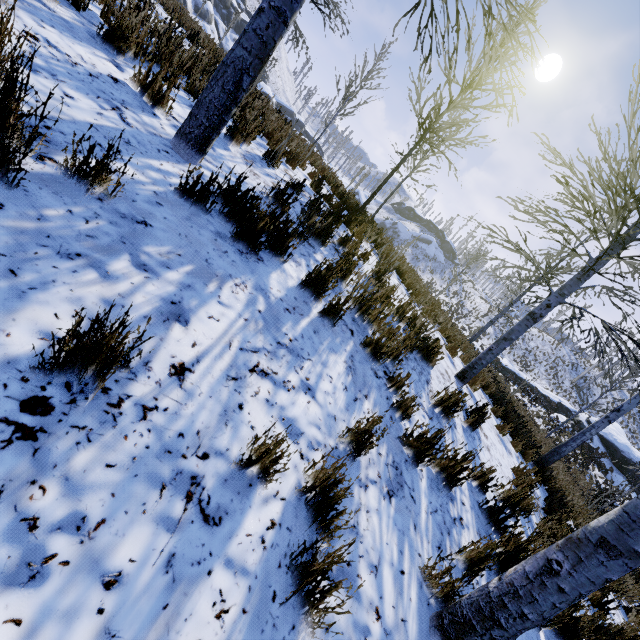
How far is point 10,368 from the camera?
1.22m

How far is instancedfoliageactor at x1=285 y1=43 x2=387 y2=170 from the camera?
6.3 meters

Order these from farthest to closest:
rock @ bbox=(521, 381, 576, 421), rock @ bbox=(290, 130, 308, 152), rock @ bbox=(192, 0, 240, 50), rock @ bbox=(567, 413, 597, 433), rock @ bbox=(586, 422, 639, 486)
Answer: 1. rock @ bbox=(521, 381, 576, 421)
2. rock @ bbox=(567, 413, 597, 433)
3. rock @ bbox=(586, 422, 639, 486)
4. rock @ bbox=(192, 0, 240, 50)
5. rock @ bbox=(290, 130, 308, 152)

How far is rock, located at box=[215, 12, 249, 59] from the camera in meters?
9.6 m

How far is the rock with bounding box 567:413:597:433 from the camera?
25.98m

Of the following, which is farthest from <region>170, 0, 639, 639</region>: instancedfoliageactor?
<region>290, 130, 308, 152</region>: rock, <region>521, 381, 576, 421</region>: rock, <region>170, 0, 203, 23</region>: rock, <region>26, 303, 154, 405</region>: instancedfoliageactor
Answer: <region>521, 381, 576, 421</region>: rock

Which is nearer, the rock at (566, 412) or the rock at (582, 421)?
the rock at (582, 421)

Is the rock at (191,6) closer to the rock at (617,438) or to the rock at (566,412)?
the rock at (566,412)
